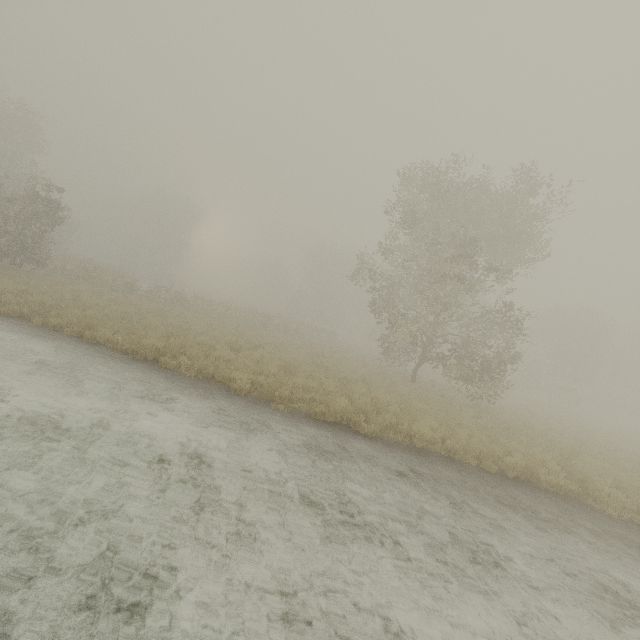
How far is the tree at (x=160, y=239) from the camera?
56.9m

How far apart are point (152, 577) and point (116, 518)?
1.0 meters

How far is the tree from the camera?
56.9 meters
